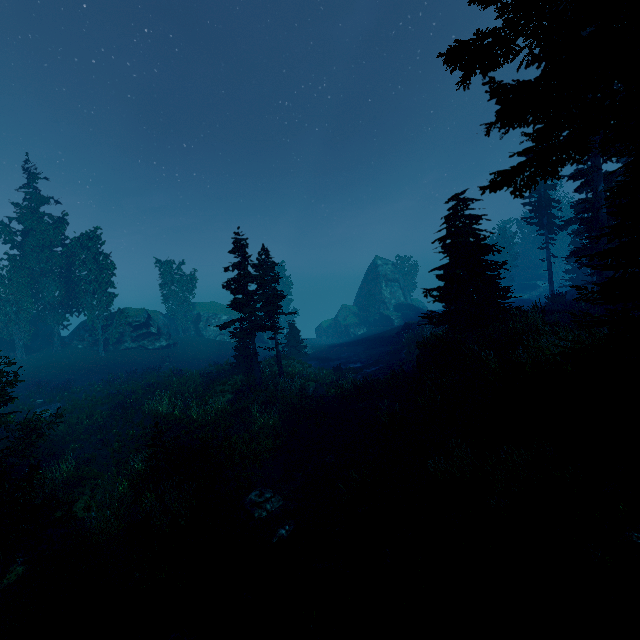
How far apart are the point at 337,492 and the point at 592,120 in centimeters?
1340cm

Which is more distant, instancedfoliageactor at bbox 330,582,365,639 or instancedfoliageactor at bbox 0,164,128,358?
instancedfoliageactor at bbox 0,164,128,358

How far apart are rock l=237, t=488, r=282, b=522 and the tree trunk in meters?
2.7

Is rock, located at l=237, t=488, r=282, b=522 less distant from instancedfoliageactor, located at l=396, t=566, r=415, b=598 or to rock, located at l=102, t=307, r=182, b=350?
instancedfoliageactor, located at l=396, t=566, r=415, b=598

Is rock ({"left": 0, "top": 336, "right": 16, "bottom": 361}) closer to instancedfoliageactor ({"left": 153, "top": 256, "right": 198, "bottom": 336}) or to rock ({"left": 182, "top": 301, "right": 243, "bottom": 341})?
instancedfoliageactor ({"left": 153, "top": 256, "right": 198, "bottom": 336})

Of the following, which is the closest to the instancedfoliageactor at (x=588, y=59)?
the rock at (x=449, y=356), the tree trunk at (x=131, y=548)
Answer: the rock at (x=449, y=356)

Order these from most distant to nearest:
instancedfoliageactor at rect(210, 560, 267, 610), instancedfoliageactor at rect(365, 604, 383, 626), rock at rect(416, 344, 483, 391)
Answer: rock at rect(416, 344, 483, 391), instancedfoliageactor at rect(210, 560, 267, 610), instancedfoliageactor at rect(365, 604, 383, 626)

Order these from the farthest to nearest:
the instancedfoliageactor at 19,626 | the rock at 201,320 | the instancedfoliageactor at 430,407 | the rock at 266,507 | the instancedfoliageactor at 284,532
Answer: the rock at 201,320
the instancedfoliageactor at 430,407
the rock at 266,507
the instancedfoliageactor at 284,532
the instancedfoliageactor at 19,626
